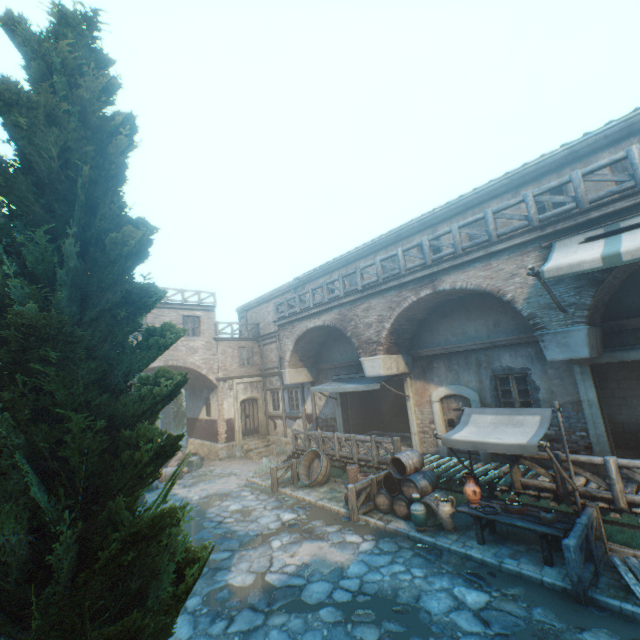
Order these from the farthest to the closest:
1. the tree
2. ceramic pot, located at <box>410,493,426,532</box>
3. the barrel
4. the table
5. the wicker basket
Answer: the wicker basket, the barrel, ceramic pot, located at <box>410,493,426,532</box>, the table, the tree

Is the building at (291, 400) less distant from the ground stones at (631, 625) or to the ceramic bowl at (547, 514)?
the ground stones at (631, 625)

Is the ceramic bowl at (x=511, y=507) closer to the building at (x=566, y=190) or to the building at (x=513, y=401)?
the building at (x=513, y=401)

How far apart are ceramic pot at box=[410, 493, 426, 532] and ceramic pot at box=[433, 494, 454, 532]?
0.3m

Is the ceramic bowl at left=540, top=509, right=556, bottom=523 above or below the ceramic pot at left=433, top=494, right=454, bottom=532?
above

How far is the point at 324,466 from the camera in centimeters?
1288cm

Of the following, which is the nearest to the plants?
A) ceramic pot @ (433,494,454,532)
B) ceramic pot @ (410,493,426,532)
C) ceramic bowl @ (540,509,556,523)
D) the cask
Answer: ceramic bowl @ (540,509,556,523)

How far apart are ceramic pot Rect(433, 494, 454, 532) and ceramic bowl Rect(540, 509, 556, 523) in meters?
2.0 m
